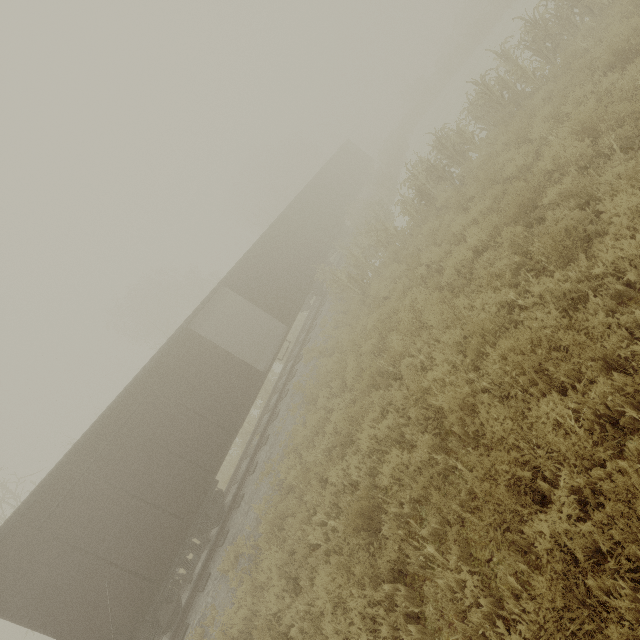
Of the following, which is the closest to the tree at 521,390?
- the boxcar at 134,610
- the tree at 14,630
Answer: the boxcar at 134,610

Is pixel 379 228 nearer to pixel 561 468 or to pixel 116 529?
pixel 561 468

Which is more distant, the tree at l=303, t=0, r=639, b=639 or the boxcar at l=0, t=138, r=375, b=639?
the boxcar at l=0, t=138, r=375, b=639

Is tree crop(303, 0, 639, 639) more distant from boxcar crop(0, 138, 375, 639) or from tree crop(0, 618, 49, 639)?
tree crop(0, 618, 49, 639)

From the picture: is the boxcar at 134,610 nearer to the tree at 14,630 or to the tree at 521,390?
the tree at 521,390

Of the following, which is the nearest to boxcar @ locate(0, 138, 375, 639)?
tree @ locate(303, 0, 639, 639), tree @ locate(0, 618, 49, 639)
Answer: tree @ locate(303, 0, 639, 639)
